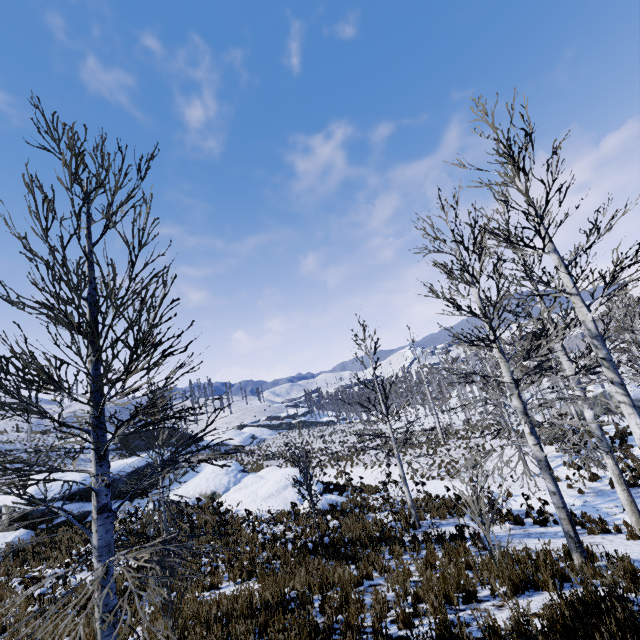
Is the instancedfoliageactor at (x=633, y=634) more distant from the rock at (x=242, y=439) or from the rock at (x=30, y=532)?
the rock at (x=242, y=439)

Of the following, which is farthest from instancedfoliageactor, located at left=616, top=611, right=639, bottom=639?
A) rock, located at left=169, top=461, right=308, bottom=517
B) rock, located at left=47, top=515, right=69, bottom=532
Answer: rock, located at left=47, top=515, right=69, bottom=532

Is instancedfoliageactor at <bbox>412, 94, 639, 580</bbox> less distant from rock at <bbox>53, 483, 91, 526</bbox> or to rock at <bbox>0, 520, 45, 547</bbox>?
rock at <bbox>53, 483, 91, 526</bbox>

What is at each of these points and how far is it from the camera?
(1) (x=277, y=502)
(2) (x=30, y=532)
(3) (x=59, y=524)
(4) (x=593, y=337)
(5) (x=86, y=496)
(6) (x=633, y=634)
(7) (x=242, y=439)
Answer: (1) rock, 17.9m
(2) rock, 16.7m
(3) rock, 17.0m
(4) instancedfoliageactor, 5.0m
(5) rock, 19.0m
(6) instancedfoliageactor, 3.5m
(7) rock, 51.7m

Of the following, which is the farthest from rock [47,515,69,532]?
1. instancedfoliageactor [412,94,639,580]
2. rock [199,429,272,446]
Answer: rock [199,429,272,446]

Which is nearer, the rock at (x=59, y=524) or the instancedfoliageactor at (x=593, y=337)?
the instancedfoliageactor at (x=593, y=337)

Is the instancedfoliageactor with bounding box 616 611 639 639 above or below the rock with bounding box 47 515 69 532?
below

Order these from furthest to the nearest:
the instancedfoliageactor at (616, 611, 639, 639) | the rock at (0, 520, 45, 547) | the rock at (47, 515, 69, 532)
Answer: the rock at (47, 515, 69, 532)
the rock at (0, 520, 45, 547)
the instancedfoliageactor at (616, 611, 639, 639)
